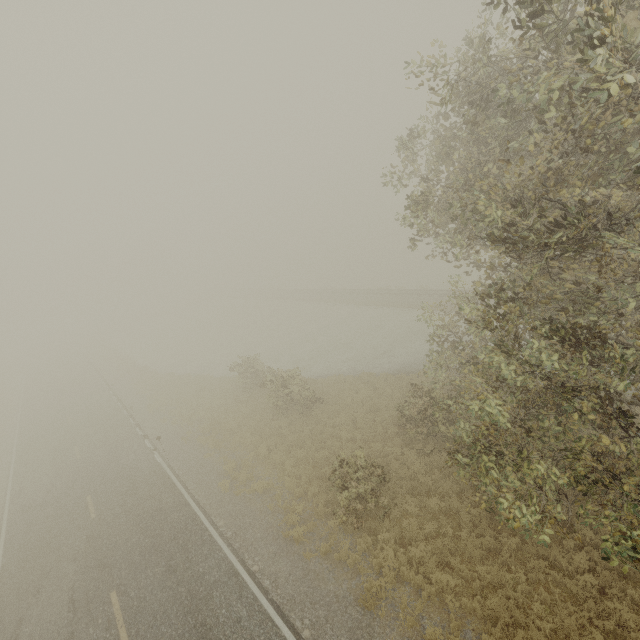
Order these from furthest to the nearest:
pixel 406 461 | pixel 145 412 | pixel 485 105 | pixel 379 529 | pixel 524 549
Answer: pixel 145 412 < pixel 406 461 < pixel 379 529 < pixel 524 549 < pixel 485 105
